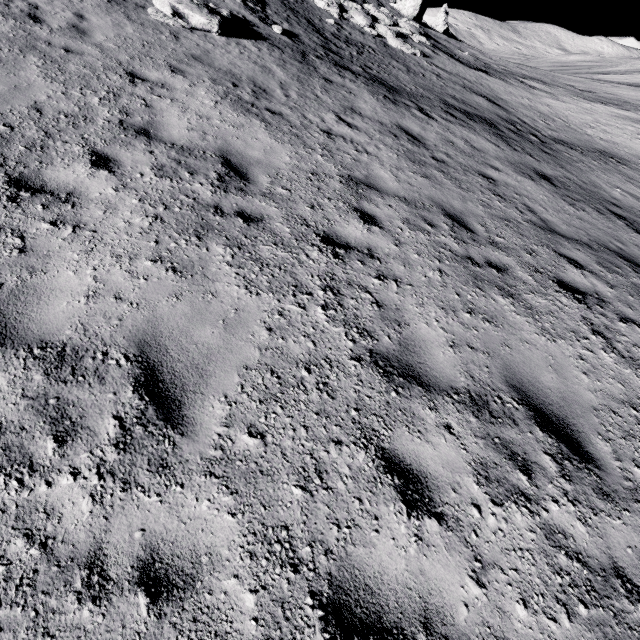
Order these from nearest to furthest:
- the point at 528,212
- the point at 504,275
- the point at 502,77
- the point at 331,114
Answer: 1. the point at 504,275
2. the point at 528,212
3. the point at 331,114
4. the point at 502,77

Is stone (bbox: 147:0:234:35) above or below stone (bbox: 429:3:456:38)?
below

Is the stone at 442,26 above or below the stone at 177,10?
above

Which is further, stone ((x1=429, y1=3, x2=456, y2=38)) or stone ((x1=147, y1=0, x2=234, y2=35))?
stone ((x1=429, y1=3, x2=456, y2=38))

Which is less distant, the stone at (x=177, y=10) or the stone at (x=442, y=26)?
the stone at (x=177, y=10)
